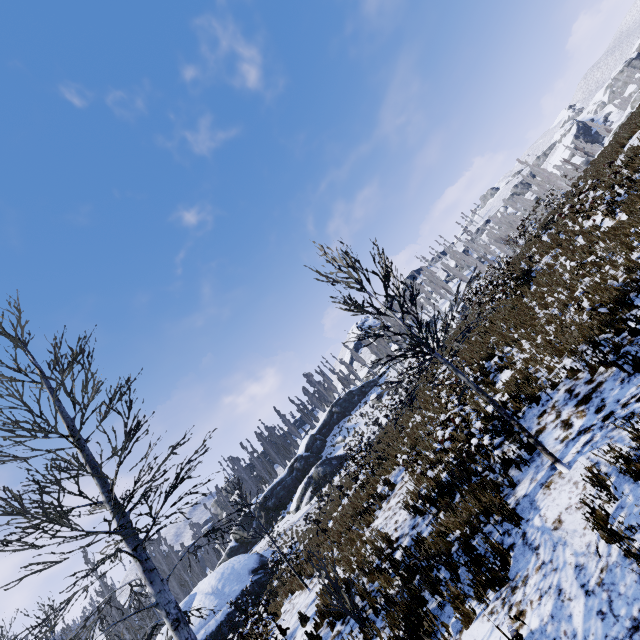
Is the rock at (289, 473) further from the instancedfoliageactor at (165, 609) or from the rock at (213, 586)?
the rock at (213, 586)

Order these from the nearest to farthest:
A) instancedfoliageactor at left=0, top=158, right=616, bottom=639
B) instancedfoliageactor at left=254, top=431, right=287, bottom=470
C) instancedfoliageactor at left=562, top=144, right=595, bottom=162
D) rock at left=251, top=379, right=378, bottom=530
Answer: instancedfoliageactor at left=0, top=158, right=616, bottom=639 < rock at left=251, top=379, right=378, bottom=530 < instancedfoliageactor at left=562, top=144, right=595, bottom=162 < instancedfoliageactor at left=254, top=431, right=287, bottom=470

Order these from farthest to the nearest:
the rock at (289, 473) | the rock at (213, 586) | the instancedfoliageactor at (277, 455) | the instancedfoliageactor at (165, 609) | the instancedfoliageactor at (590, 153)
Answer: the instancedfoliageactor at (277, 455) → the instancedfoliageactor at (590, 153) → the rock at (289, 473) → the rock at (213, 586) → the instancedfoliageactor at (165, 609)

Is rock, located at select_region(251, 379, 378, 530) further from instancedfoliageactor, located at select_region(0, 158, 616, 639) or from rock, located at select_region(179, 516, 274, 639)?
rock, located at select_region(179, 516, 274, 639)

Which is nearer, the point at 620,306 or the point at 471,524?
the point at 471,524

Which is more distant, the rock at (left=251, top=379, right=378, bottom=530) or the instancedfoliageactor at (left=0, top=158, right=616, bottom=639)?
the rock at (left=251, top=379, right=378, bottom=530)
